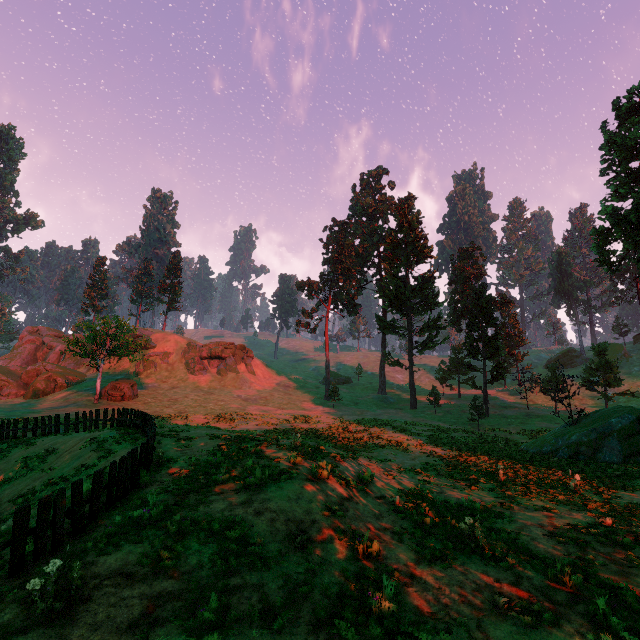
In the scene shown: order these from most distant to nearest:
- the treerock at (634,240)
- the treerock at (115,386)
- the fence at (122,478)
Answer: the treerock at (115,386) < the treerock at (634,240) < the fence at (122,478)

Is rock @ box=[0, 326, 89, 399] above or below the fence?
above

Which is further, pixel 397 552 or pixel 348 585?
pixel 397 552

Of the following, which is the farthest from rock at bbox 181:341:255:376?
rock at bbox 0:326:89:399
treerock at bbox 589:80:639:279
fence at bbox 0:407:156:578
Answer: fence at bbox 0:407:156:578

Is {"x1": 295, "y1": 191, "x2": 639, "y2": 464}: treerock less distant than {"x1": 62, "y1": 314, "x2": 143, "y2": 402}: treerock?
Yes

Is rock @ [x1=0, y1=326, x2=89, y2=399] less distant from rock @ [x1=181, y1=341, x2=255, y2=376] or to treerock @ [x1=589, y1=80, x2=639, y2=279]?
rock @ [x1=181, y1=341, x2=255, y2=376]

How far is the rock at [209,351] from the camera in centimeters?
5275cm

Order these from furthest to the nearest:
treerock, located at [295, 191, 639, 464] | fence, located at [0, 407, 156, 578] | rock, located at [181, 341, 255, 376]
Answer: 1. rock, located at [181, 341, 255, 376]
2. treerock, located at [295, 191, 639, 464]
3. fence, located at [0, 407, 156, 578]
